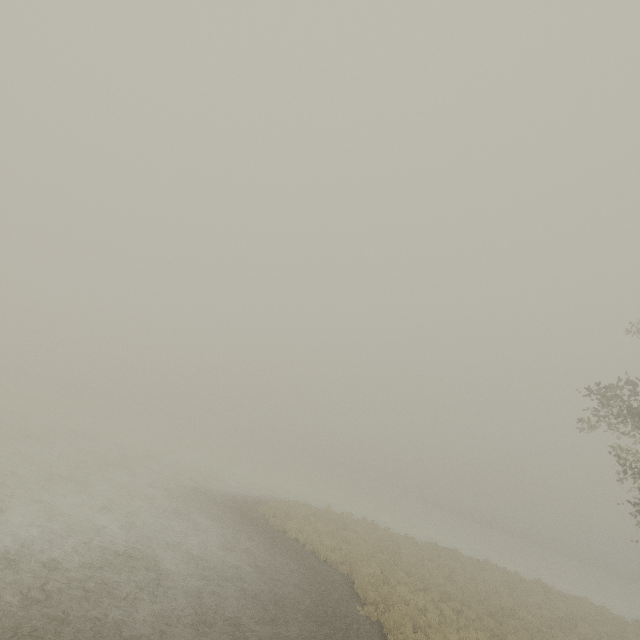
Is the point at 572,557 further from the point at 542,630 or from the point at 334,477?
the point at 542,630
